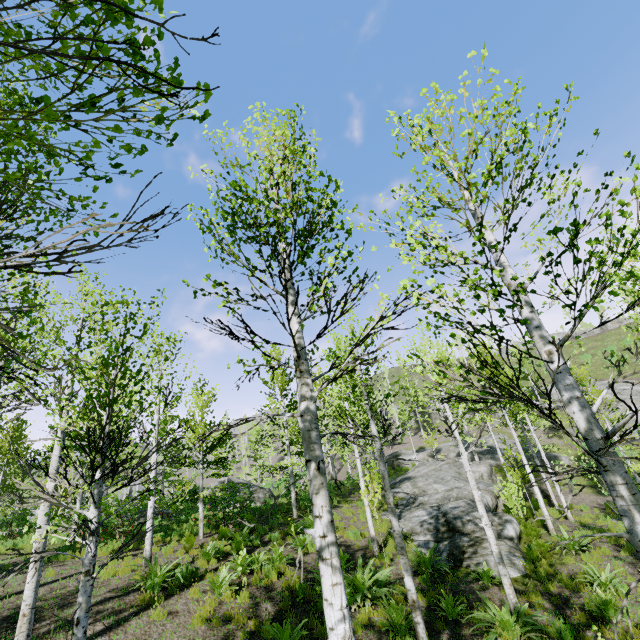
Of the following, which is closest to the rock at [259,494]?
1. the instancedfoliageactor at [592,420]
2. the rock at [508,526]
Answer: the instancedfoliageactor at [592,420]

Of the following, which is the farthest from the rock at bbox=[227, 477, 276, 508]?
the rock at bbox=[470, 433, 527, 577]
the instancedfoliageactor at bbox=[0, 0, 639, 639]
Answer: the rock at bbox=[470, 433, 527, 577]

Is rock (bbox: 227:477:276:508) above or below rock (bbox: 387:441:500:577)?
above

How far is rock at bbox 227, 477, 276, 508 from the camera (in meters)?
20.51

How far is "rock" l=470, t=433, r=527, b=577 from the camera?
10.9m

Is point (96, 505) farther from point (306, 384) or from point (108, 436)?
point (306, 384)

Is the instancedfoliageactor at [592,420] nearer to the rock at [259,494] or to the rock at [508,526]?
the rock at [508,526]
